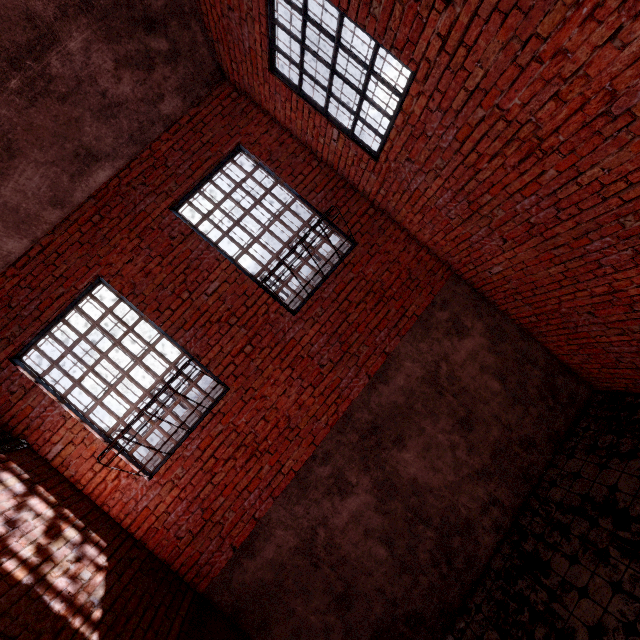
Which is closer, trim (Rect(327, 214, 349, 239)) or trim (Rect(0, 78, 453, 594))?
trim (Rect(0, 78, 453, 594))

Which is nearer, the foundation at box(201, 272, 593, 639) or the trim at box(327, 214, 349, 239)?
the foundation at box(201, 272, 593, 639)

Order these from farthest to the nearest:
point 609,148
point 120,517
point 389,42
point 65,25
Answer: point 120,517
point 65,25
point 389,42
point 609,148

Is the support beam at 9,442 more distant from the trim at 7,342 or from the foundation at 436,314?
the foundation at 436,314

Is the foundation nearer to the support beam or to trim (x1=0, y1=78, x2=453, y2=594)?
trim (x1=0, y1=78, x2=453, y2=594)

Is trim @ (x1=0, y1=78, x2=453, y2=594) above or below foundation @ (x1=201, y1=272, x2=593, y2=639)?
above
